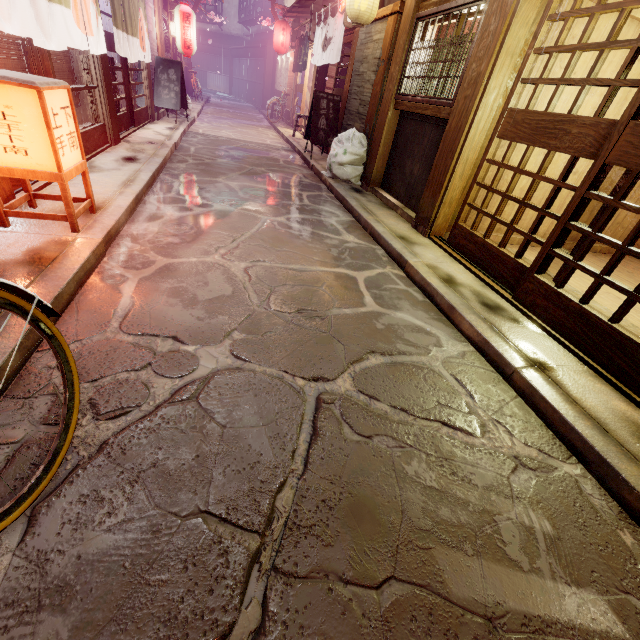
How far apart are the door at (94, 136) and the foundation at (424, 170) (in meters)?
8.84

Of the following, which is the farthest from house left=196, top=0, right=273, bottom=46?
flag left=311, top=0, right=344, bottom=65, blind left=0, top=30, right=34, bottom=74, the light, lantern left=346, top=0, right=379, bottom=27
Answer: the light

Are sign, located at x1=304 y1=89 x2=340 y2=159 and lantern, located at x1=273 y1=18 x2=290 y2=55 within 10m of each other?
no

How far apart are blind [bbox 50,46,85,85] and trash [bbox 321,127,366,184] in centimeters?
781cm

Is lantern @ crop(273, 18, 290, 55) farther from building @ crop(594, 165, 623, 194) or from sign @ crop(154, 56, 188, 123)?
building @ crop(594, 165, 623, 194)

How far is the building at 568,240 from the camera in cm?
1016

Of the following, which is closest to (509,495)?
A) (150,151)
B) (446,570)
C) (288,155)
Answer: (446,570)

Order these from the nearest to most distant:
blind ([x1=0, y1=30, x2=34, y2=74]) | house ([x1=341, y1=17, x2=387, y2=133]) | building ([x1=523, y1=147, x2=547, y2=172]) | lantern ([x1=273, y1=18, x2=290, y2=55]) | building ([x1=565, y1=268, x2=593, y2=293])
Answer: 1. blind ([x1=0, y1=30, x2=34, y2=74])
2. building ([x1=565, y1=268, x2=593, y2=293])
3. building ([x1=523, y1=147, x2=547, y2=172])
4. house ([x1=341, y1=17, x2=387, y2=133])
5. lantern ([x1=273, y1=18, x2=290, y2=55])
